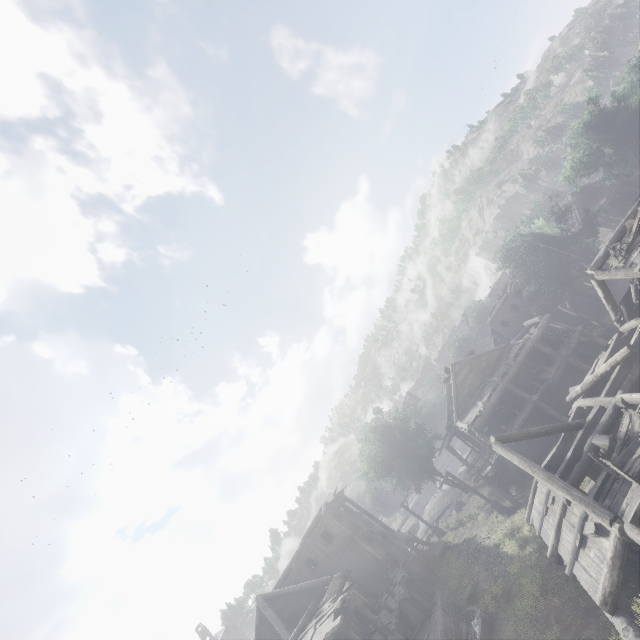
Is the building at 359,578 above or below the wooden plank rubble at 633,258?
above

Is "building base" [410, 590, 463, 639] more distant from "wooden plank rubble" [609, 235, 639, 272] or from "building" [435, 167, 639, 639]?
"wooden plank rubble" [609, 235, 639, 272]

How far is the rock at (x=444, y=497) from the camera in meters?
39.8

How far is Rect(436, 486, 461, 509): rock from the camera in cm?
3978

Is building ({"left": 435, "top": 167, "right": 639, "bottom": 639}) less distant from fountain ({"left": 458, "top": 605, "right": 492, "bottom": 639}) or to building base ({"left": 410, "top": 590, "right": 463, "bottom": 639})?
building base ({"left": 410, "top": 590, "right": 463, "bottom": 639})

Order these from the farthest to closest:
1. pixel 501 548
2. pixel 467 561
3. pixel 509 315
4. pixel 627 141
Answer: pixel 509 315
pixel 627 141
pixel 467 561
pixel 501 548

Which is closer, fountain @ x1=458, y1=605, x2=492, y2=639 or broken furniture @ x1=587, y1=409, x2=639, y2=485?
broken furniture @ x1=587, y1=409, x2=639, y2=485

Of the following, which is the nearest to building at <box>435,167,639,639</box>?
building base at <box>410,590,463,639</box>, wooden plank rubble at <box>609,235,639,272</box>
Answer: building base at <box>410,590,463,639</box>
